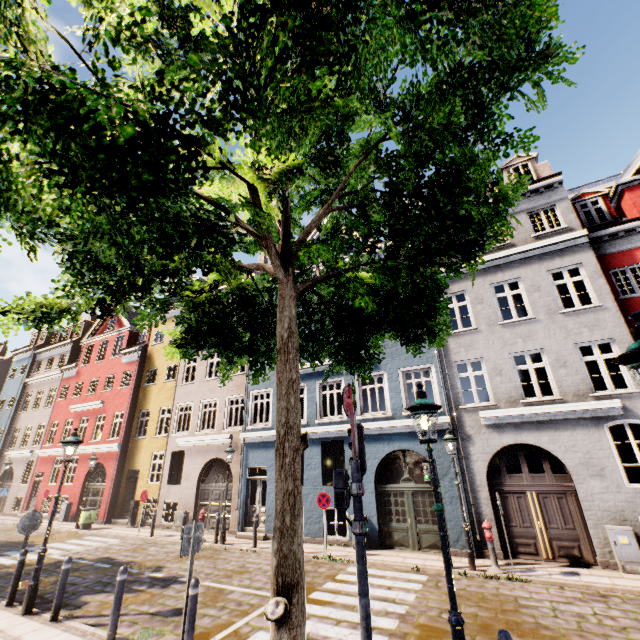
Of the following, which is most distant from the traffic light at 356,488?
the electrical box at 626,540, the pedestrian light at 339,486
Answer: the electrical box at 626,540

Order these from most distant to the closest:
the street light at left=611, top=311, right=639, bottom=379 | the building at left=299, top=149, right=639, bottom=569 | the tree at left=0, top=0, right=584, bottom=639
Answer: the building at left=299, top=149, right=639, bottom=569, the street light at left=611, top=311, right=639, bottom=379, the tree at left=0, top=0, right=584, bottom=639

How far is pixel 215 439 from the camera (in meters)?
17.22

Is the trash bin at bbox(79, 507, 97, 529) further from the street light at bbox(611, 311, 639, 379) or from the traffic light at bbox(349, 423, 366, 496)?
the street light at bbox(611, 311, 639, 379)

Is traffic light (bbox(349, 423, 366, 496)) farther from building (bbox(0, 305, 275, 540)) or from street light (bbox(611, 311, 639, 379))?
building (bbox(0, 305, 275, 540))

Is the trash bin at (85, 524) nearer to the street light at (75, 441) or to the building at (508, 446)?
the building at (508, 446)

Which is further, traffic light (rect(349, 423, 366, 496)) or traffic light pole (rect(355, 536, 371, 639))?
traffic light (rect(349, 423, 366, 496))

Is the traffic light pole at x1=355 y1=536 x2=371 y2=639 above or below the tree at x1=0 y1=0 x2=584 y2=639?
below
